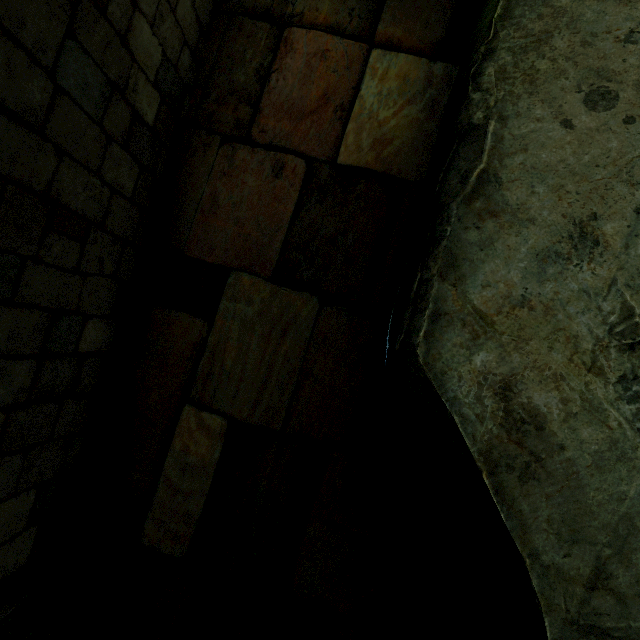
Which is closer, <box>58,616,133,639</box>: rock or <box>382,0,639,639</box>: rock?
<box>382,0,639,639</box>: rock

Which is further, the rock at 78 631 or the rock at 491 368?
the rock at 78 631

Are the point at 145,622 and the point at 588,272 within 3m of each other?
no

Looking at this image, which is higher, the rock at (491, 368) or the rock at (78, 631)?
the rock at (491, 368)

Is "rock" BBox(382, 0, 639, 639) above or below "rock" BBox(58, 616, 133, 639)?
above
